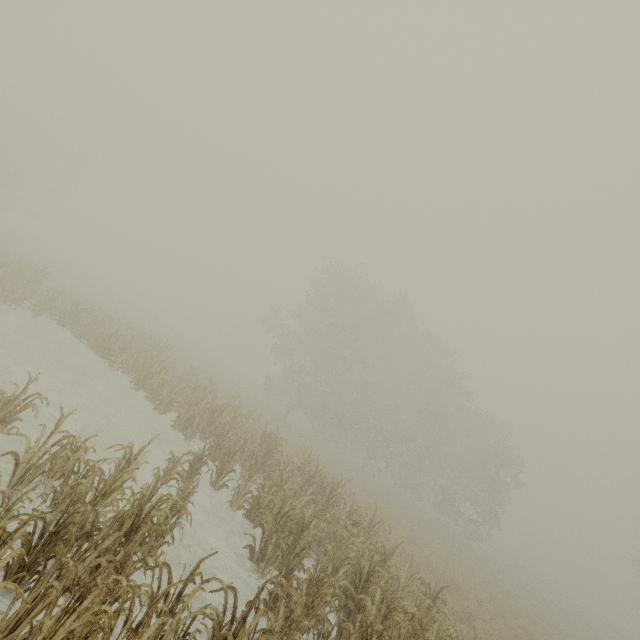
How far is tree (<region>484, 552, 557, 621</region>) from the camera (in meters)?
21.57

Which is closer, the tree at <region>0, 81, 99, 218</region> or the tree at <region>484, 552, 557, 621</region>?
the tree at <region>484, 552, 557, 621</region>

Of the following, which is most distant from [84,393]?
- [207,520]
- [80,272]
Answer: [80,272]

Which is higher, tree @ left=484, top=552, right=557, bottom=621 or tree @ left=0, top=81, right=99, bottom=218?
tree @ left=0, top=81, right=99, bottom=218

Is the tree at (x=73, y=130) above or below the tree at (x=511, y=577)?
above

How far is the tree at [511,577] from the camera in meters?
21.6 m
